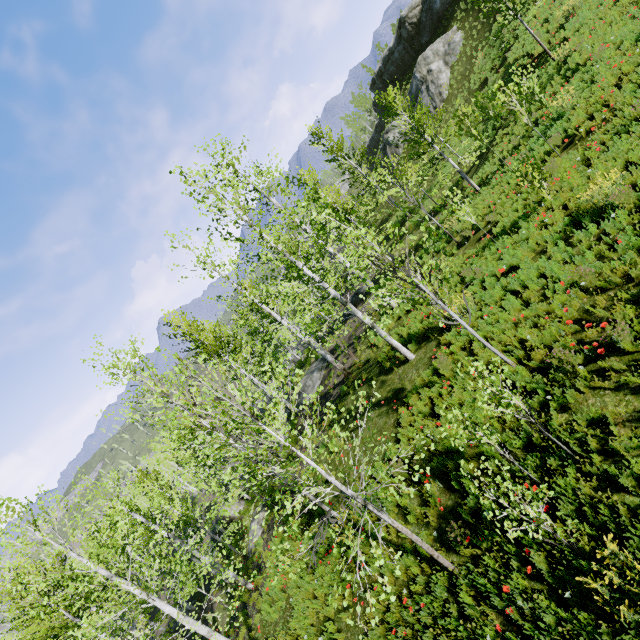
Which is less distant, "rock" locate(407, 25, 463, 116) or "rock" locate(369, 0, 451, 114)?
"rock" locate(407, 25, 463, 116)

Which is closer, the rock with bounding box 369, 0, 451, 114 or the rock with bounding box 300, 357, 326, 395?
the rock with bounding box 300, 357, 326, 395

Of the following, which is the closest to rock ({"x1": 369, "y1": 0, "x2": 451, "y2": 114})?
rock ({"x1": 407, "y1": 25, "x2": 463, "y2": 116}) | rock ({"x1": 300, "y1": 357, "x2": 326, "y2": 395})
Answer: rock ({"x1": 407, "y1": 25, "x2": 463, "y2": 116})

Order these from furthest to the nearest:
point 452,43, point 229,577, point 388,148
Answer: point 388,148, point 452,43, point 229,577

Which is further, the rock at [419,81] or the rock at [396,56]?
the rock at [396,56]

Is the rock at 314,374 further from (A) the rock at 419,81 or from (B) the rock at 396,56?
(B) the rock at 396,56

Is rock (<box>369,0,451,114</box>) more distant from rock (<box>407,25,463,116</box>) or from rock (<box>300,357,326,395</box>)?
rock (<box>300,357,326,395</box>)
